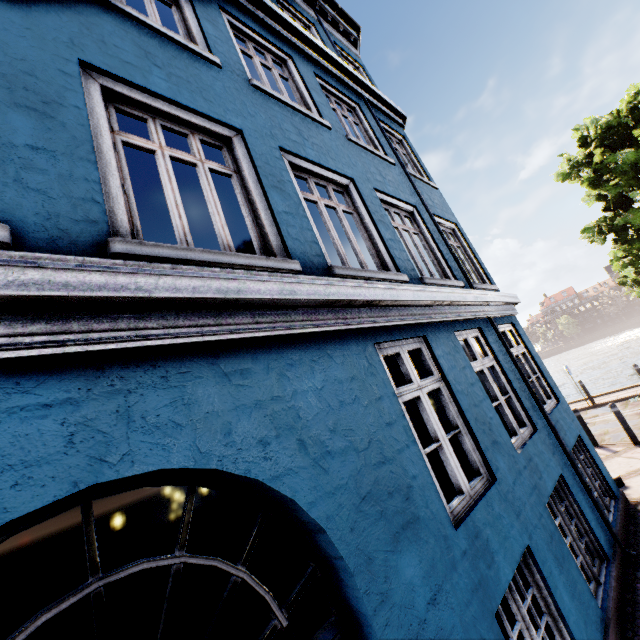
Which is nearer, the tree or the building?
the building

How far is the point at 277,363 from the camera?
2.39m

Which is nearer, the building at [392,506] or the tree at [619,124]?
the building at [392,506]
